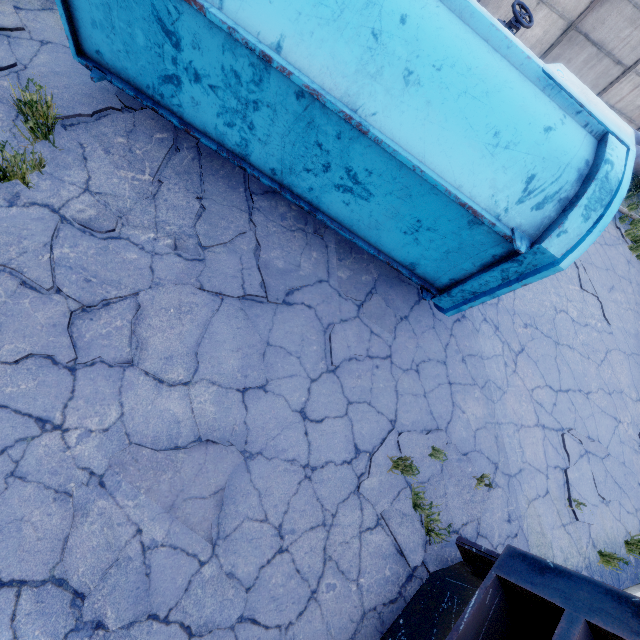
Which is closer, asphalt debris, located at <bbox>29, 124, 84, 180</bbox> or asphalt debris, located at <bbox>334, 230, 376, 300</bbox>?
asphalt debris, located at <bbox>29, 124, 84, 180</bbox>

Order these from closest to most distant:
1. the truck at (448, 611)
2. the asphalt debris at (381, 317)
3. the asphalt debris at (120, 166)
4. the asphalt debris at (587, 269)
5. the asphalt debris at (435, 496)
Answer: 1. the truck at (448, 611)
2. the asphalt debris at (120, 166)
3. the asphalt debris at (435, 496)
4. the asphalt debris at (381, 317)
5. the asphalt debris at (587, 269)

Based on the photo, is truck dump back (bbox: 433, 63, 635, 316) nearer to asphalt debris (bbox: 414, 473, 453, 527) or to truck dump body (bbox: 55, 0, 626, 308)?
truck dump body (bbox: 55, 0, 626, 308)

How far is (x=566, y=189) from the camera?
3.1 meters

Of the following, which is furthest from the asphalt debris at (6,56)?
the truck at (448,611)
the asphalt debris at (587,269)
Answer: the asphalt debris at (587,269)

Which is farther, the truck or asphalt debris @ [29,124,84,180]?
asphalt debris @ [29,124,84,180]

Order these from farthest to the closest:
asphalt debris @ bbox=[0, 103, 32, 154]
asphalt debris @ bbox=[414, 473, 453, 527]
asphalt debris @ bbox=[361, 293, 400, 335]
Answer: asphalt debris @ bbox=[361, 293, 400, 335] → asphalt debris @ bbox=[414, 473, 453, 527] → asphalt debris @ bbox=[0, 103, 32, 154]

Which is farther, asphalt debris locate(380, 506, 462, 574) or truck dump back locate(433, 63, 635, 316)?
asphalt debris locate(380, 506, 462, 574)
